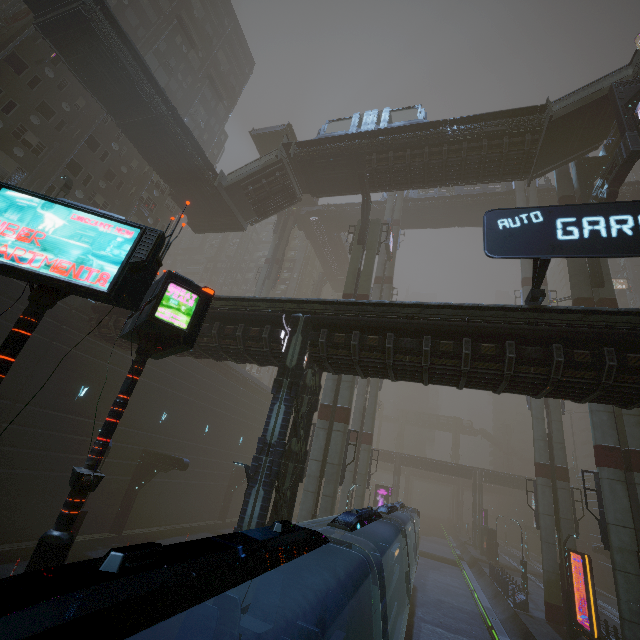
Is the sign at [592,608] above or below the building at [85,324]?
below

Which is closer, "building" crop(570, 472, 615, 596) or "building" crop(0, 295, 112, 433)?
"building" crop(0, 295, 112, 433)

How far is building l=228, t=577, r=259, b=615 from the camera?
10.0m

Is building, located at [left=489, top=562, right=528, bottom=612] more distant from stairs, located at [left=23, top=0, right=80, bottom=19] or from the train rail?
stairs, located at [left=23, top=0, right=80, bottom=19]

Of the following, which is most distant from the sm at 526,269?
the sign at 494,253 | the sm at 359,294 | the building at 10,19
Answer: the sm at 359,294

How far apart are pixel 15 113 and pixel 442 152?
30.2m

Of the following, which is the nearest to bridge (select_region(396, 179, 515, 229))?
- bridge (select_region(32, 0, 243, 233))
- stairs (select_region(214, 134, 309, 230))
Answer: stairs (select_region(214, 134, 309, 230))
